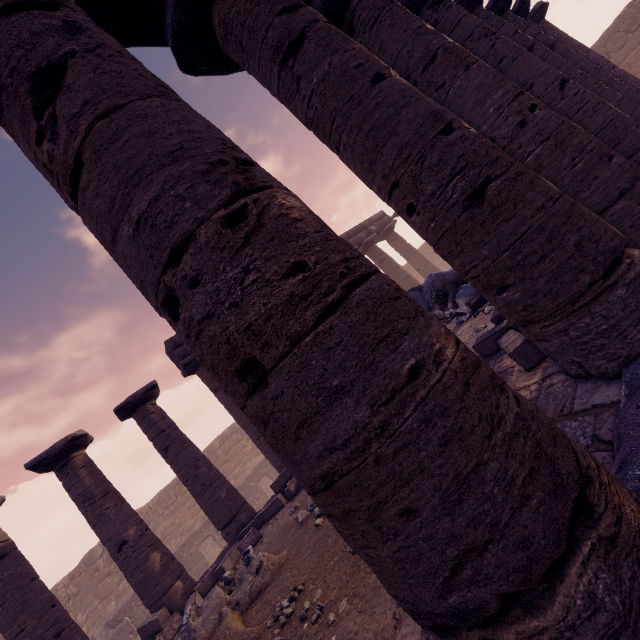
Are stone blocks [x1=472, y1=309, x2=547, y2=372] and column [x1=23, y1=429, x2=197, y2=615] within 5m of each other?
no

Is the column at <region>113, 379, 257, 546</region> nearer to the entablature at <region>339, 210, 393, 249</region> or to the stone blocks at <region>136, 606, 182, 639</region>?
the entablature at <region>339, 210, 393, 249</region>

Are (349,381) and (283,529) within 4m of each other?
no

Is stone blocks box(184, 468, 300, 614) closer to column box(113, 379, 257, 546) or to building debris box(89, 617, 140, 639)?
column box(113, 379, 257, 546)

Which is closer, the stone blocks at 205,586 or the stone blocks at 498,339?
the stone blocks at 498,339

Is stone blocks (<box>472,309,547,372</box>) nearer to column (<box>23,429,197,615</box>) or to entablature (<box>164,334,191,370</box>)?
entablature (<box>164,334,191,370</box>)

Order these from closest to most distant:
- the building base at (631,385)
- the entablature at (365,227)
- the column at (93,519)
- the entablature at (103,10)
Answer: the building base at (631,385) → the entablature at (103,10) → the column at (93,519) → the entablature at (365,227)

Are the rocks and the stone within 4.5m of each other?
yes
